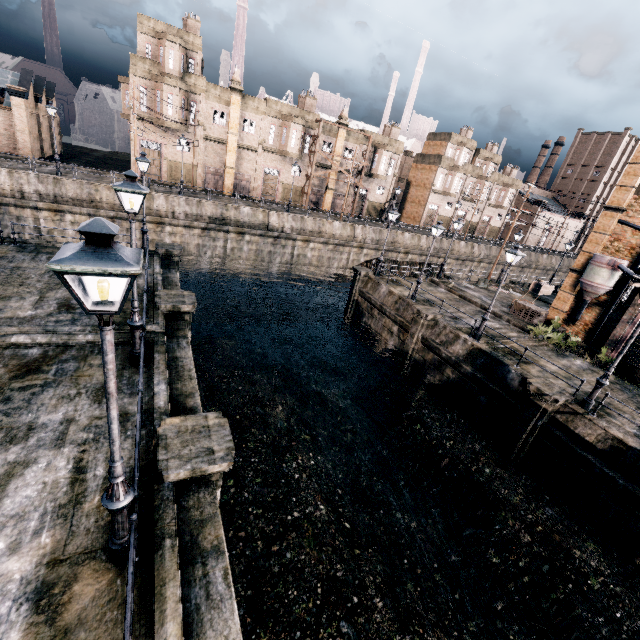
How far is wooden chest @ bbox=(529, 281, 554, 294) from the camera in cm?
3608

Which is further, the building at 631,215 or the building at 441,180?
the building at 441,180

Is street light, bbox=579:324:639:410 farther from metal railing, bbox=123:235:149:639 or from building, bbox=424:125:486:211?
building, bbox=424:125:486:211

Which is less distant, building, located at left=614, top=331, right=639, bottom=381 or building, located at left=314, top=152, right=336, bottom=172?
building, located at left=614, top=331, right=639, bottom=381

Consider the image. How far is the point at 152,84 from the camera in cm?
3619

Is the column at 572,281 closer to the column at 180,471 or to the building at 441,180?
the column at 180,471

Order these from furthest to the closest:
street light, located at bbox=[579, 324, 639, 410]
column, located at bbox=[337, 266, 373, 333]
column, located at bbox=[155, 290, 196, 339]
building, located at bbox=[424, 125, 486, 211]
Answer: building, located at bbox=[424, 125, 486, 211] < column, located at bbox=[337, 266, 373, 333] < column, located at bbox=[155, 290, 196, 339] < street light, located at bbox=[579, 324, 639, 410]

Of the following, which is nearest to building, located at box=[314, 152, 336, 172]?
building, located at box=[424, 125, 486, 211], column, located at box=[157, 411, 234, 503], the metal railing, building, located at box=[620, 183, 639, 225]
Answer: building, located at box=[424, 125, 486, 211]
